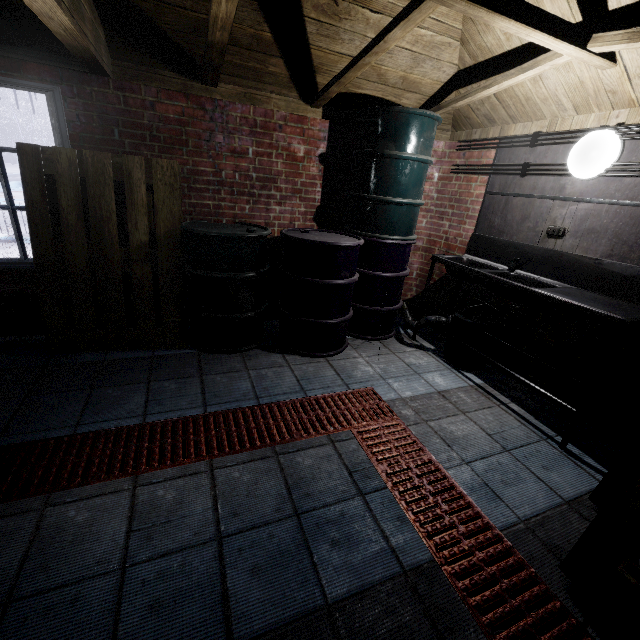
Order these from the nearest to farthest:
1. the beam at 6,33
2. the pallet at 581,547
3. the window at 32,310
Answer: the pallet at 581,547 → the beam at 6,33 → the window at 32,310

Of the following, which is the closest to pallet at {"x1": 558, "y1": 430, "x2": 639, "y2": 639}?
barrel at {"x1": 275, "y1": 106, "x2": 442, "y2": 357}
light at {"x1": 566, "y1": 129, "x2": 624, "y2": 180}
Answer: light at {"x1": 566, "y1": 129, "x2": 624, "y2": 180}

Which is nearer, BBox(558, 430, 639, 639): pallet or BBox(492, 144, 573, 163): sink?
BBox(558, 430, 639, 639): pallet

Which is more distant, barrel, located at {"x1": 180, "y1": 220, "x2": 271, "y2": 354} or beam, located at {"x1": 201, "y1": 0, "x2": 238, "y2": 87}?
barrel, located at {"x1": 180, "y1": 220, "x2": 271, "y2": 354}

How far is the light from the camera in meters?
2.1 m

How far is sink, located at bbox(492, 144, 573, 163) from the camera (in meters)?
2.45

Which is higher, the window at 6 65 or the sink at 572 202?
the window at 6 65

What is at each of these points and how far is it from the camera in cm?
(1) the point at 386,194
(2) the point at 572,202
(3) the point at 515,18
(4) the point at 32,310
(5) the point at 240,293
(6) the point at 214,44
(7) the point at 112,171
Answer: (1) barrel, 282
(2) sink, 240
(3) beam, 162
(4) window, 270
(5) barrel, 267
(6) beam, 201
(7) pallet, 234
